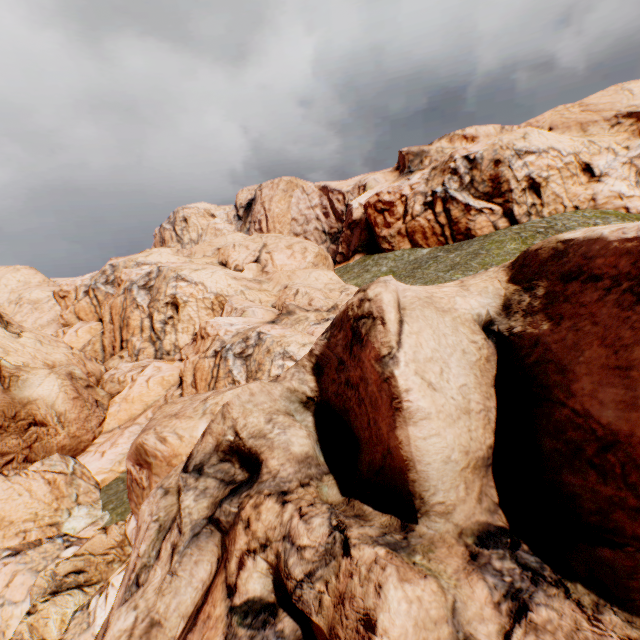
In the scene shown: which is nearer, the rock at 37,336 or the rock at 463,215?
the rock at 37,336

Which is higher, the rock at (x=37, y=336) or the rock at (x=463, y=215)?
the rock at (x=463, y=215)

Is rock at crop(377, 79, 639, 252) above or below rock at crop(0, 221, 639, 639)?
above

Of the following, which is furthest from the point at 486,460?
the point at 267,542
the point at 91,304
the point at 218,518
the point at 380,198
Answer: the point at 91,304

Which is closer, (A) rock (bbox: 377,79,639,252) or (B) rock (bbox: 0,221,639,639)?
(B) rock (bbox: 0,221,639,639)
